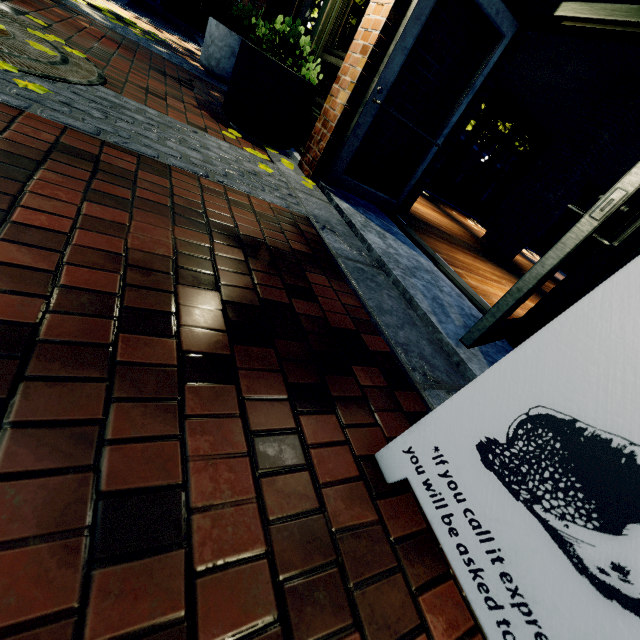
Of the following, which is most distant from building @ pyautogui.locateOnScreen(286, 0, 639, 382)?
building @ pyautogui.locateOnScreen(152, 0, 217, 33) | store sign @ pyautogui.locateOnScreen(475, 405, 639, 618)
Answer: building @ pyautogui.locateOnScreen(152, 0, 217, 33)

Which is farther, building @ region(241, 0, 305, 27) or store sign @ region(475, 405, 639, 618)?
building @ region(241, 0, 305, 27)

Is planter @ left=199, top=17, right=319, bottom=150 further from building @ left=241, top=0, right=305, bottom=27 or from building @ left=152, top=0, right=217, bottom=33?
building @ left=152, top=0, right=217, bottom=33

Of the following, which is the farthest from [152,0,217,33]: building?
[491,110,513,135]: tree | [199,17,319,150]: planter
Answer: [199,17,319,150]: planter

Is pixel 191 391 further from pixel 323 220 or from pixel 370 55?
pixel 370 55

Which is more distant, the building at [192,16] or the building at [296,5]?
the building at [192,16]

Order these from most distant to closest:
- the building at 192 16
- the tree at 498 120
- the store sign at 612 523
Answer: the building at 192 16 → the tree at 498 120 → the store sign at 612 523
